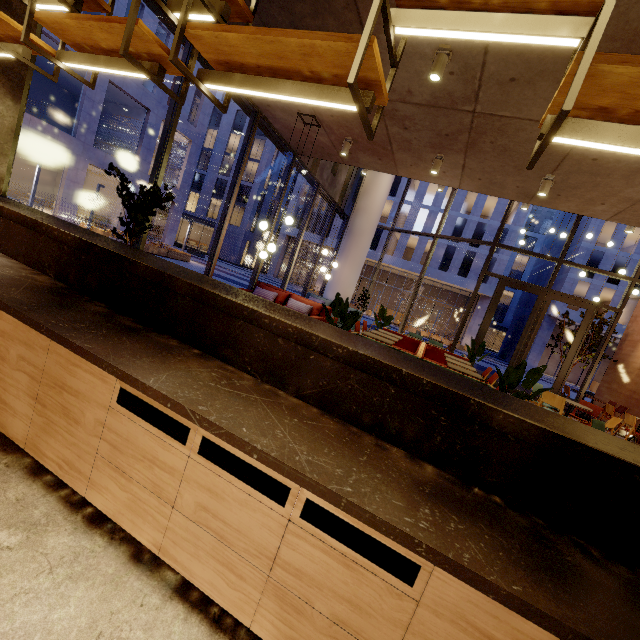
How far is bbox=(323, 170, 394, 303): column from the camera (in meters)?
12.77

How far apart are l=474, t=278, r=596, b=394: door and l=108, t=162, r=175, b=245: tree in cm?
1036

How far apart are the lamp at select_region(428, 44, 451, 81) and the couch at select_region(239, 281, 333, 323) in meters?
5.0 m

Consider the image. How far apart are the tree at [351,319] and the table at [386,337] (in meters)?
1.86

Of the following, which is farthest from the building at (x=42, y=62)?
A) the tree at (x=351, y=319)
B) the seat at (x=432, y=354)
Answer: the seat at (x=432, y=354)

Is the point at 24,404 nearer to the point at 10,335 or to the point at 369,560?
the point at 10,335

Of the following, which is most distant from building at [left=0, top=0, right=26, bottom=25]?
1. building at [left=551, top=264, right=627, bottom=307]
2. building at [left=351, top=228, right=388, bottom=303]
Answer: building at [left=351, top=228, right=388, bottom=303]

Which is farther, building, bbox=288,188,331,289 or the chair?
building, bbox=288,188,331,289
